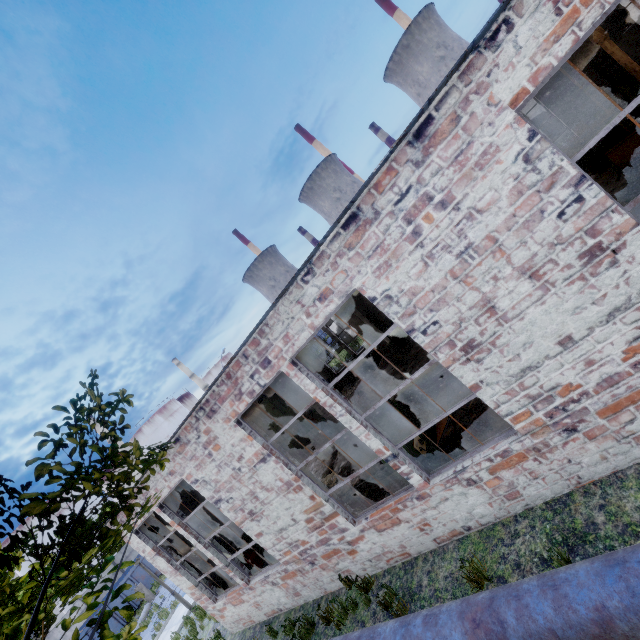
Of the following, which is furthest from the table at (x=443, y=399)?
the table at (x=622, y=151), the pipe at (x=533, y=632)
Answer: the table at (x=622, y=151)

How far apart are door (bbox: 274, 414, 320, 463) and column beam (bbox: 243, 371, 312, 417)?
5.92m

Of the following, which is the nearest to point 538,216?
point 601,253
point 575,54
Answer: point 601,253

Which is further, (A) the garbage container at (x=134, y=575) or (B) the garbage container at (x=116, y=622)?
(A) the garbage container at (x=134, y=575)

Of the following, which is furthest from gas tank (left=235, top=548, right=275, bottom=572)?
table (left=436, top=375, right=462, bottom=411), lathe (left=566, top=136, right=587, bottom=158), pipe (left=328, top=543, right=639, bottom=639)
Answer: lathe (left=566, top=136, right=587, bottom=158)

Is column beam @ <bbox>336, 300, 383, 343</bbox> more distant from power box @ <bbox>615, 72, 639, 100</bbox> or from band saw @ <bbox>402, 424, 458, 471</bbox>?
power box @ <bbox>615, 72, 639, 100</bbox>

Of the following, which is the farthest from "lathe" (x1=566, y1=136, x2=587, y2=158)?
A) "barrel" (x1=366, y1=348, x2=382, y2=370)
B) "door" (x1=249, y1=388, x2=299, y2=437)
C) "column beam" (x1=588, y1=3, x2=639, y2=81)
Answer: "door" (x1=249, y1=388, x2=299, y2=437)

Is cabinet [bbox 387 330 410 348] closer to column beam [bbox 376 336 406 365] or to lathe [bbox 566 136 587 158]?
column beam [bbox 376 336 406 365]
